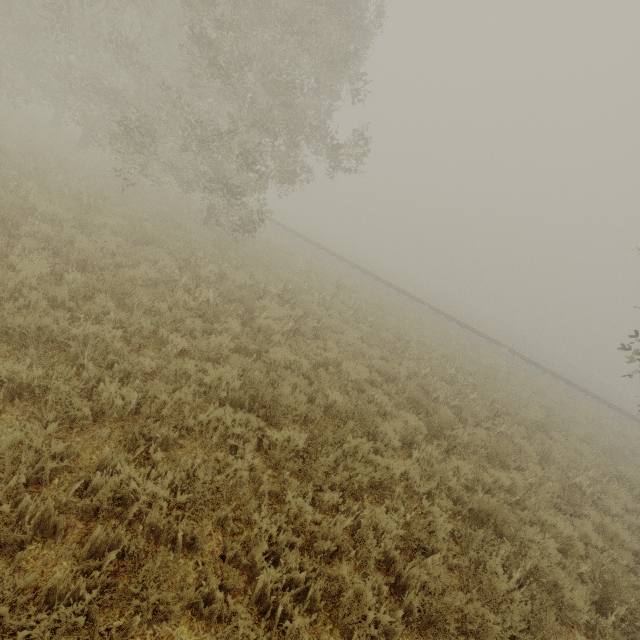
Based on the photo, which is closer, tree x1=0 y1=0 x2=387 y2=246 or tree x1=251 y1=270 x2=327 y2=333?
tree x1=251 y1=270 x2=327 y2=333

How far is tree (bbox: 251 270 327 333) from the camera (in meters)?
8.39

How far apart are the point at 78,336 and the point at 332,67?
11.97m

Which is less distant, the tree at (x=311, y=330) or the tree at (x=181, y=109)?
the tree at (x=311, y=330)

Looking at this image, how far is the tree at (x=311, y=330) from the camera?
9.4 meters

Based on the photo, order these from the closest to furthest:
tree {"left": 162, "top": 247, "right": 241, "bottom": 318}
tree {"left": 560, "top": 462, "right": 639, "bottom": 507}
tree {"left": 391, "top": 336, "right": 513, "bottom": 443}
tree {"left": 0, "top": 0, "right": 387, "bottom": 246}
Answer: tree {"left": 162, "top": 247, "right": 241, "bottom": 318}, tree {"left": 560, "top": 462, "right": 639, "bottom": 507}, tree {"left": 391, "top": 336, "right": 513, "bottom": 443}, tree {"left": 0, "top": 0, "right": 387, "bottom": 246}

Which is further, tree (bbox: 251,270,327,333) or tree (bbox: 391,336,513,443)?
tree (bbox: 391,336,513,443)
